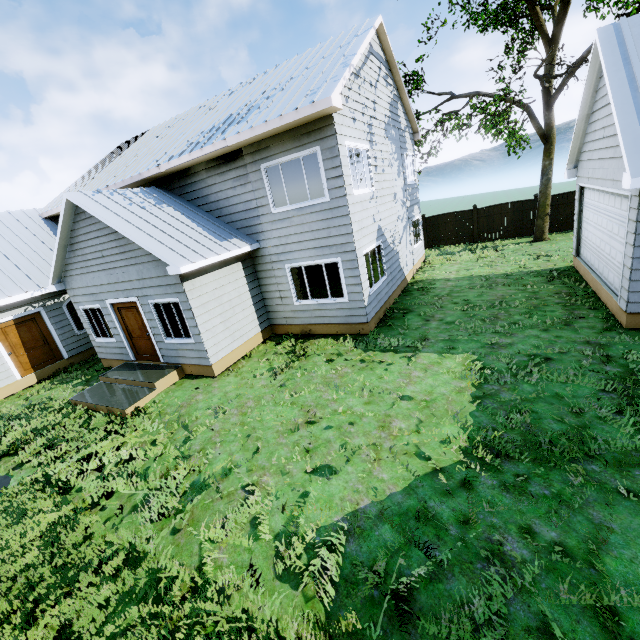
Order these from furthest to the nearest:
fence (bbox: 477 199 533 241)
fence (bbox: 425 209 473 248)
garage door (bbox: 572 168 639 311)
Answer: fence (bbox: 425 209 473 248) → fence (bbox: 477 199 533 241) → garage door (bbox: 572 168 639 311)

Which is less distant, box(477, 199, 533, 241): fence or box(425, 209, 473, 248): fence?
box(477, 199, 533, 241): fence

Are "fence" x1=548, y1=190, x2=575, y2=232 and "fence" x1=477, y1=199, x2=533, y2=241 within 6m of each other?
yes

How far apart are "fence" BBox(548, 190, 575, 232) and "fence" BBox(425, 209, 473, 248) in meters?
3.7 m

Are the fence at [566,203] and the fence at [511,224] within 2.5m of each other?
yes

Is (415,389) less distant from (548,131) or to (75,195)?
(75,195)

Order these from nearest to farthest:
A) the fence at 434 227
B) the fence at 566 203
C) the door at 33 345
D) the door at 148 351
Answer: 1. the door at 148 351
2. the door at 33 345
3. the fence at 566 203
4. the fence at 434 227

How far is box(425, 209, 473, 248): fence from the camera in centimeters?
1975cm
